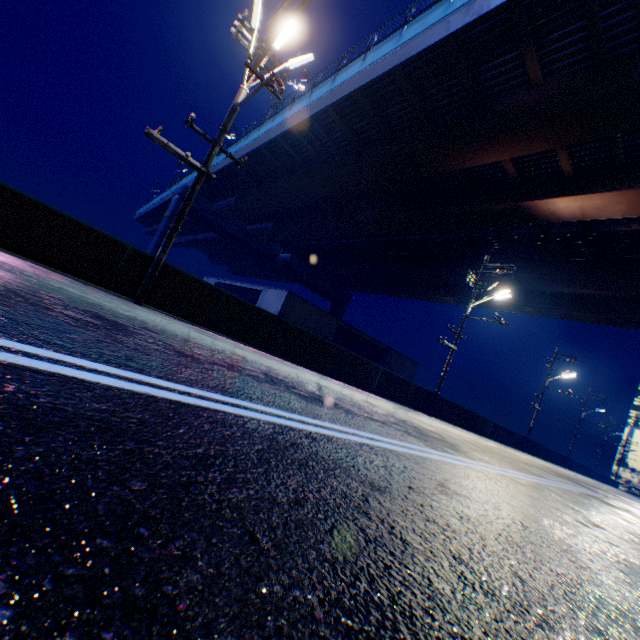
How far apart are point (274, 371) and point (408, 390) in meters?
12.2

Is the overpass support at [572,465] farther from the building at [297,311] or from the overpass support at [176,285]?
the building at [297,311]

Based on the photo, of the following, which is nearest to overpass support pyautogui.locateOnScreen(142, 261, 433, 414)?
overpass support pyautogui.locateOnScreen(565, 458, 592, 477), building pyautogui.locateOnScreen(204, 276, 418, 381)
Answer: overpass support pyautogui.locateOnScreen(565, 458, 592, 477)

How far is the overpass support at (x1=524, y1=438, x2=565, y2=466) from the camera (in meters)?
29.40

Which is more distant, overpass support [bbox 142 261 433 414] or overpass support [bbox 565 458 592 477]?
overpass support [bbox 565 458 592 477]
